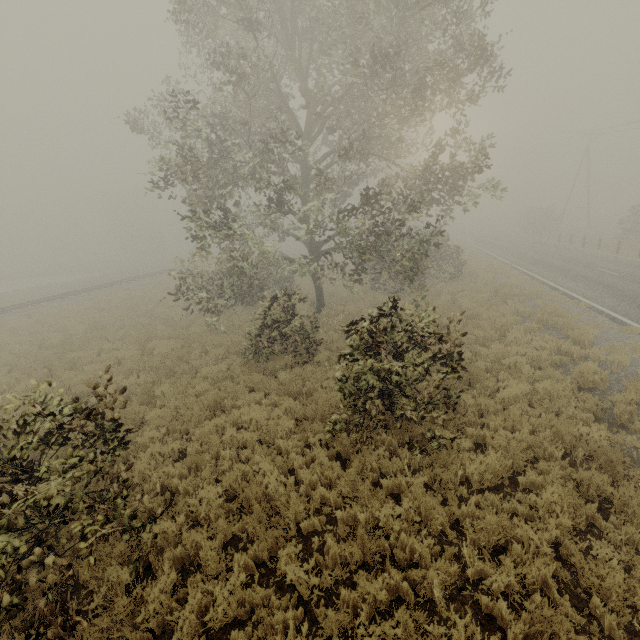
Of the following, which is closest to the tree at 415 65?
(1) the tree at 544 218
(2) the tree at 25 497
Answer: (2) the tree at 25 497

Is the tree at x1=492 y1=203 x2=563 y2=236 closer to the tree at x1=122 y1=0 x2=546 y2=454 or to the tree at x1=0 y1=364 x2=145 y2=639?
the tree at x1=122 y1=0 x2=546 y2=454

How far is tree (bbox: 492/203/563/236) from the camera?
42.28m

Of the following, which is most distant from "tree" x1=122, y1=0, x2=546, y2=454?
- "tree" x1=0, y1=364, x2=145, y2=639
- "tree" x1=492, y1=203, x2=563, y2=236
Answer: "tree" x1=492, y1=203, x2=563, y2=236

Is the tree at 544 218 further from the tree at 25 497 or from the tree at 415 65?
the tree at 25 497

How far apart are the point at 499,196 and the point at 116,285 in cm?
3388
